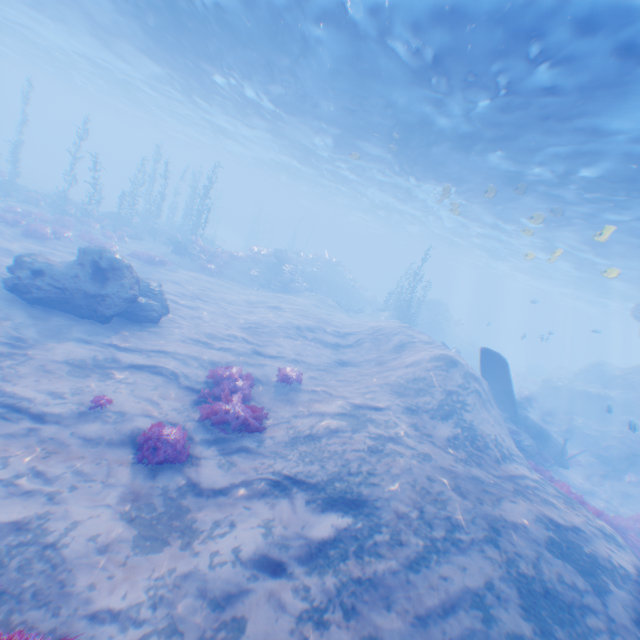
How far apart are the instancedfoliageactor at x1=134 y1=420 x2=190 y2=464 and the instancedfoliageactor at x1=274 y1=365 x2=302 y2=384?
4.1m

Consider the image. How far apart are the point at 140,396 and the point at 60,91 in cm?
7897

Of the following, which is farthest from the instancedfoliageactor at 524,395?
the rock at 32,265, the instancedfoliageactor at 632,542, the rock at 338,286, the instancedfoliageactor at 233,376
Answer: the instancedfoliageactor at 233,376

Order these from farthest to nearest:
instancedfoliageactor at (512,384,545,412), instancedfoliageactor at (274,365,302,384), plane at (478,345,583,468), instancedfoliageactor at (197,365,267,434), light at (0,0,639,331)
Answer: instancedfoliageactor at (512,384,545,412)
plane at (478,345,583,468)
instancedfoliageactor at (274,365,302,384)
light at (0,0,639,331)
instancedfoliageactor at (197,365,267,434)

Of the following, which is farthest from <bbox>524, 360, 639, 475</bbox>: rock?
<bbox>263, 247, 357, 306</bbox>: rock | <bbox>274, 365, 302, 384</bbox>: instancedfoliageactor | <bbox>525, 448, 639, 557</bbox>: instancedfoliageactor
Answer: <bbox>274, 365, 302, 384</bbox>: instancedfoliageactor

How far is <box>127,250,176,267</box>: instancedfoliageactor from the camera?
21.0m

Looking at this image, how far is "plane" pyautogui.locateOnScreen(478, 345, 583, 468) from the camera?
Answer: 16.1m

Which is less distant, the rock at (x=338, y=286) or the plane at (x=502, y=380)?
the plane at (x=502, y=380)
